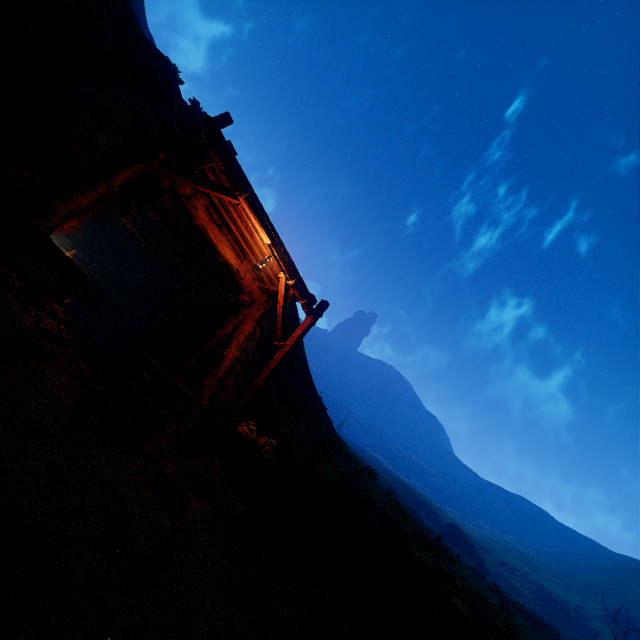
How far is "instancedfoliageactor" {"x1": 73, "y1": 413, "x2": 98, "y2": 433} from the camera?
3.75m

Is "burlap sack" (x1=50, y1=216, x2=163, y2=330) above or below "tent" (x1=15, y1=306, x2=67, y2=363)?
above

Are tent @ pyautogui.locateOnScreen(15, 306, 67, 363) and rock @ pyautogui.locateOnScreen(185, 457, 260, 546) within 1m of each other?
no

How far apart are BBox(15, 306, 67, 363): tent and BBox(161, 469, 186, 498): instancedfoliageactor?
1.54m

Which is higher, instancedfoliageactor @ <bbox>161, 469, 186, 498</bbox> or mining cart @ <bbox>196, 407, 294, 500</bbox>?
mining cart @ <bbox>196, 407, 294, 500</bbox>

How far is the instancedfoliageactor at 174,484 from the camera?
4.57m

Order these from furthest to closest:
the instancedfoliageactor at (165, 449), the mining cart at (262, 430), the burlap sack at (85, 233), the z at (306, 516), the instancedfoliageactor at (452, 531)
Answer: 1. the instancedfoliageactor at (452, 531)
2. the burlap sack at (85, 233)
3. the mining cart at (262, 430)
4. the instancedfoliageactor at (165, 449)
5. the z at (306, 516)

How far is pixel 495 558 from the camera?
53.7 meters
